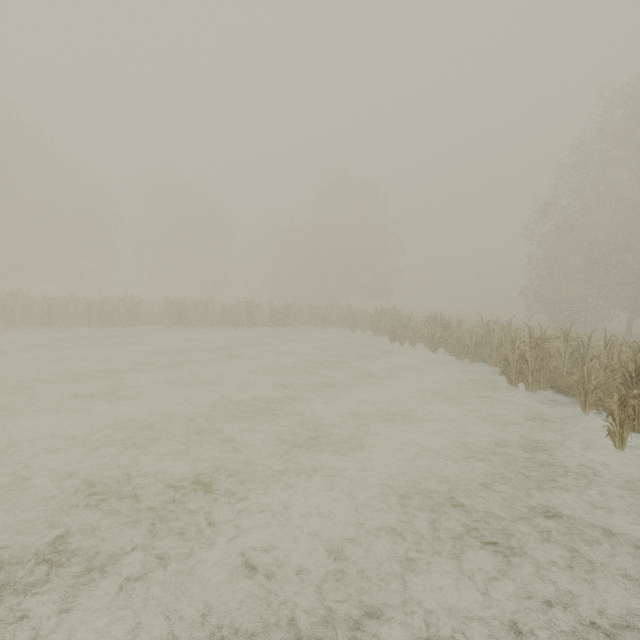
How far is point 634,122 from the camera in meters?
22.3
